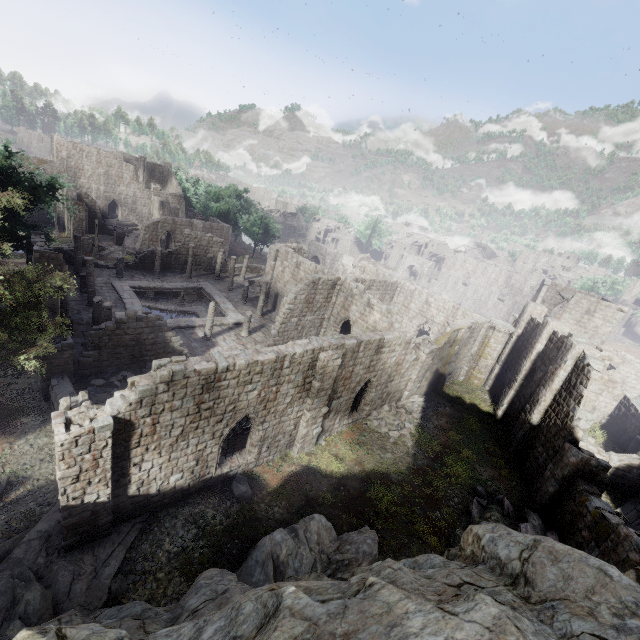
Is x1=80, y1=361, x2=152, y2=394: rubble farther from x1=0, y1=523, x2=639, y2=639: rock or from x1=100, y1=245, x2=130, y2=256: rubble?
x1=100, y1=245, x2=130, y2=256: rubble

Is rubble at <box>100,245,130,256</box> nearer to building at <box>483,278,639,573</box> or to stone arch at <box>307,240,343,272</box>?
Result: building at <box>483,278,639,573</box>

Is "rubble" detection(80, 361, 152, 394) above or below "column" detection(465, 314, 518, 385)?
below

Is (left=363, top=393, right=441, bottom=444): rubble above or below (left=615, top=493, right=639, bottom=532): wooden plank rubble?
below

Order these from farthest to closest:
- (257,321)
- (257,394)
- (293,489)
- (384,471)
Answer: (257,321) < (384,471) < (293,489) < (257,394)

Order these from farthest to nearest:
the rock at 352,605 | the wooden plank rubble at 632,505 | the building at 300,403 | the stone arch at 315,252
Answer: the stone arch at 315,252 < the wooden plank rubble at 632,505 < the building at 300,403 < the rock at 352,605

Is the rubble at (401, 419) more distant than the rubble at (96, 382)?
Yes

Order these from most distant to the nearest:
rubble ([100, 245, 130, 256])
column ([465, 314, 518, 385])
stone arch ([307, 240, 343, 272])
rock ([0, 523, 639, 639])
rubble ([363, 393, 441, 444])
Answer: stone arch ([307, 240, 343, 272]) < rubble ([100, 245, 130, 256]) < column ([465, 314, 518, 385]) < rubble ([363, 393, 441, 444]) < rock ([0, 523, 639, 639])
